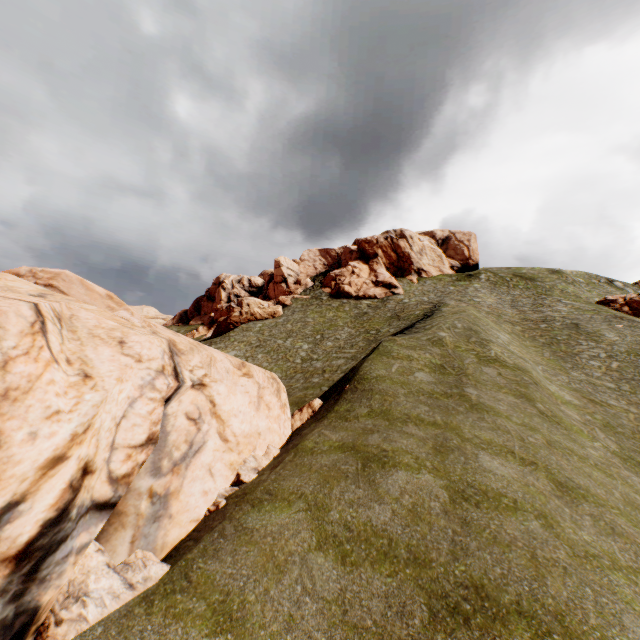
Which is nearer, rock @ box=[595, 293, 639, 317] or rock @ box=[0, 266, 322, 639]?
rock @ box=[0, 266, 322, 639]

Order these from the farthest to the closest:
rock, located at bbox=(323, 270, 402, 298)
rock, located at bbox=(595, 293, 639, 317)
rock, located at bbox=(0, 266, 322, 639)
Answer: rock, located at bbox=(323, 270, 402, 298), rock, located at bbox=(595, 293, 639, 317), rock, located at bbox=(0, 266, 322, 639)

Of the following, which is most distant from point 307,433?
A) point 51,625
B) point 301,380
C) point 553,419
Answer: point 301,380

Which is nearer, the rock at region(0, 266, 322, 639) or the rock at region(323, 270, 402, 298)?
the rock at region(0, 266, 322, 639)

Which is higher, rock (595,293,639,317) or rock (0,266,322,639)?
rock (595,293,639,317)

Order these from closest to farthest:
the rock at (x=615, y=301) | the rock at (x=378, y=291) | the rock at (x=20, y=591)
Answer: the rock at (x=20, y=591), the rock at (x=615, y=301), the rock at (x=378, y=291)

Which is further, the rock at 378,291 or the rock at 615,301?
the rock at 378,291
